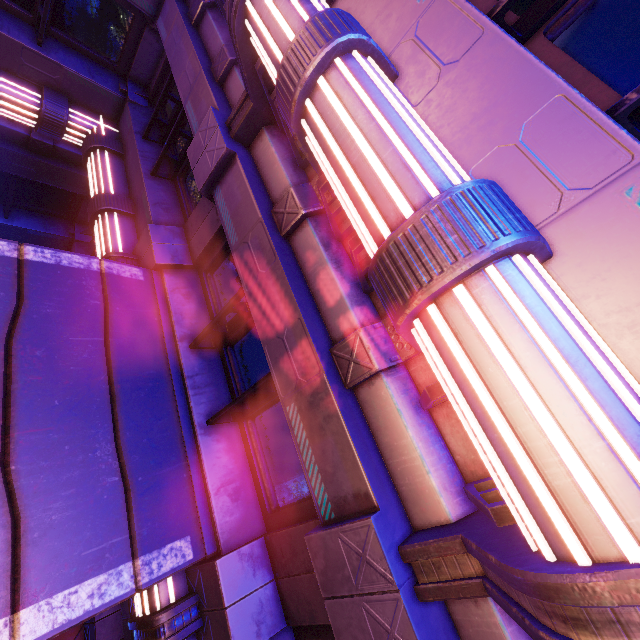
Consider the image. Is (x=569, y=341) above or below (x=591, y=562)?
above
